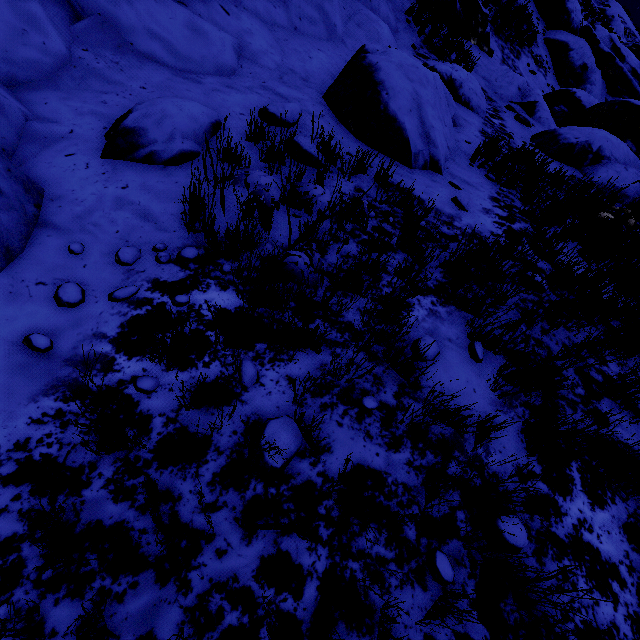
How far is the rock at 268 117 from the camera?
3.8 meters

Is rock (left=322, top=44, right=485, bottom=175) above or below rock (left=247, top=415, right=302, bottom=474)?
above

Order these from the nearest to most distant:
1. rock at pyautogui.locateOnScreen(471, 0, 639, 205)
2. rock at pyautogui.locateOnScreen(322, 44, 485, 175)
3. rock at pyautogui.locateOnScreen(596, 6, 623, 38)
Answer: rock at pyautogui.locateOnScreen(322, 44, 485, 175) → rock at pyautogui.locateOnScreen(471, 0, 639, 205) → rock at pyautogui.locateOnScreen(596, 6, 623, 38)

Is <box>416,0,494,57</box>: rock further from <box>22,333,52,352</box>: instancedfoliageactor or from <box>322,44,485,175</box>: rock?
<box>22,333,52,352</box>: instancedfoliageactor

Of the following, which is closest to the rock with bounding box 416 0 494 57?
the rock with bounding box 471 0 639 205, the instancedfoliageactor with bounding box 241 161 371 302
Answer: the rock with bounding box 471 0 639 205

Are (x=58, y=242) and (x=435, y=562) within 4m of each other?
yes

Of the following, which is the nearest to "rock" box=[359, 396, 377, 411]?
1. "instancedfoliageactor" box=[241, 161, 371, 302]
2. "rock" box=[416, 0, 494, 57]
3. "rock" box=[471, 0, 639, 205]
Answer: "rock" box=[416, 0, 494, 57]
